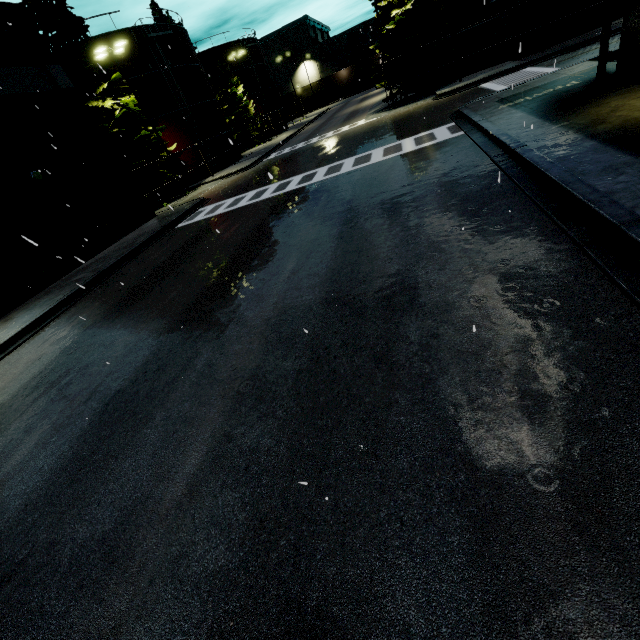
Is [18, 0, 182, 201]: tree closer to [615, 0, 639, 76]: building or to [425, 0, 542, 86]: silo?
[615, 0, 639, 76]: building

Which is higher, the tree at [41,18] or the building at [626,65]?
the tree at [41,18]

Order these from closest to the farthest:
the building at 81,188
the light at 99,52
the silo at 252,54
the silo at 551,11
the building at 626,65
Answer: the building at 626,65
the building at 81,188
the light at 99,52
the silo at 551,11
the silo at 252,54

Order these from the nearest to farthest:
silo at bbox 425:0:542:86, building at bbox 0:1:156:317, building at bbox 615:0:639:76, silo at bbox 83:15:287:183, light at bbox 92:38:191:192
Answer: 1. building at bbox 615:0:639:76
2. building at bbox 0:1:156:317
3. light at bbox 92:38:191:192
4. silo at bbox 425:0:542:86
5. silo at bbox 83:15:287:183

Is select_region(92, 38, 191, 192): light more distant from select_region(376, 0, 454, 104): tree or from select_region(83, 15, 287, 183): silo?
select_region(376, 0, 454, 104): tree

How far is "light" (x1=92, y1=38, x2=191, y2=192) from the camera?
21.02m

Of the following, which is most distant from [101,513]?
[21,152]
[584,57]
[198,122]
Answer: [198,122]

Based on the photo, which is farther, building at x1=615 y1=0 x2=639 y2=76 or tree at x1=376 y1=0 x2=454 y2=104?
tree at x1=376 y1=0 x2=454 y2=104
